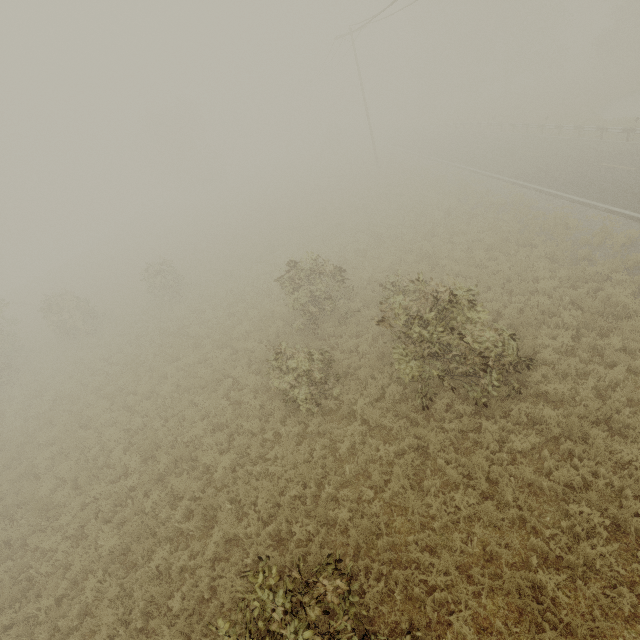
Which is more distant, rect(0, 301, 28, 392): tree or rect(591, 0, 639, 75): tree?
rect(591, 0, 639, 75): tree

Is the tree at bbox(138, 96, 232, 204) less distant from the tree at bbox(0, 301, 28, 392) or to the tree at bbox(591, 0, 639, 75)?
the tree at bbox(0, 301, 28, 392)

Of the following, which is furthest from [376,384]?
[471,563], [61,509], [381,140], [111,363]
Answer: [381,140]

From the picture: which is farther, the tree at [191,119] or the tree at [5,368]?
the tree at [191,119]

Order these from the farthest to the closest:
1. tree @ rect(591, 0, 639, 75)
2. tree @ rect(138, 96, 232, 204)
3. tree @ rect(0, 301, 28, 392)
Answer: tree @ rect(138, 96, 232, 204) < tree @ rect(591, 0, 639, 75) < tree @ rect(0, 301, 28, 392)

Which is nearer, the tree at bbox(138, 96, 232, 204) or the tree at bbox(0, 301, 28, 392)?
the tree at bbox(0, 301, 28, 392)

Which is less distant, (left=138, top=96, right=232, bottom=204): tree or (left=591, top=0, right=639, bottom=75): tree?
(left=591, top=0, right=639, bottom=75): tree

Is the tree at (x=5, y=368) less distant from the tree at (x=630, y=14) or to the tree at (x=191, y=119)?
the tree at (x=191, y=119)
